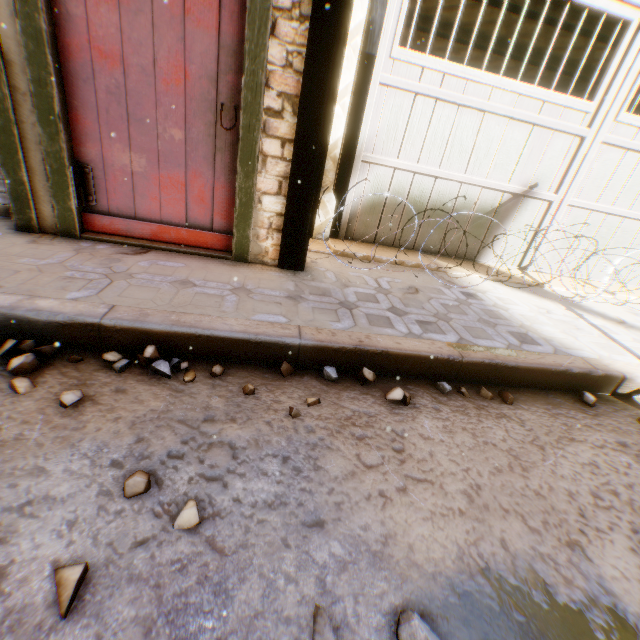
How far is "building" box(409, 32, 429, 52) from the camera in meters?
6.8

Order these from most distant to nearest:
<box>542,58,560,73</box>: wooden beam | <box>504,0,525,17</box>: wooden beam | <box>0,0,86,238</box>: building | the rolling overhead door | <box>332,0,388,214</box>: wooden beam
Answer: <box>542,58,560,73</box>: wooden beam, <box>504,0,525,17</box>: wooden beam, <box>332,0,388,214</box>: wooden beam, the rolling overhead door, <box>0,0,86,238</box>: building

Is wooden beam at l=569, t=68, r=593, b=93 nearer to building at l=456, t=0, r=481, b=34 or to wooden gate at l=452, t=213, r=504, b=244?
building at l=456, t=0, r=481, b=34

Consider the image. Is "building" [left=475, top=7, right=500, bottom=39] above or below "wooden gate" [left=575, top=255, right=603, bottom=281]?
above

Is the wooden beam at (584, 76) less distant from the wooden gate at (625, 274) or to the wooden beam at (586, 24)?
the wooden beam at (586, 24)

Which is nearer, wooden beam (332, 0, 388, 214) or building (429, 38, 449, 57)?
wooden beam (332, 0, 388, 214)

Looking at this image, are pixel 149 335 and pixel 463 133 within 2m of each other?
no

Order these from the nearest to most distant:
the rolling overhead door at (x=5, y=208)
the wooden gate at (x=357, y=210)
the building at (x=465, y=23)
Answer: the rolling overhead door at (x=5, y=208), the wooden gate at (x=357, y=210), the building at (x=465, y=23)
